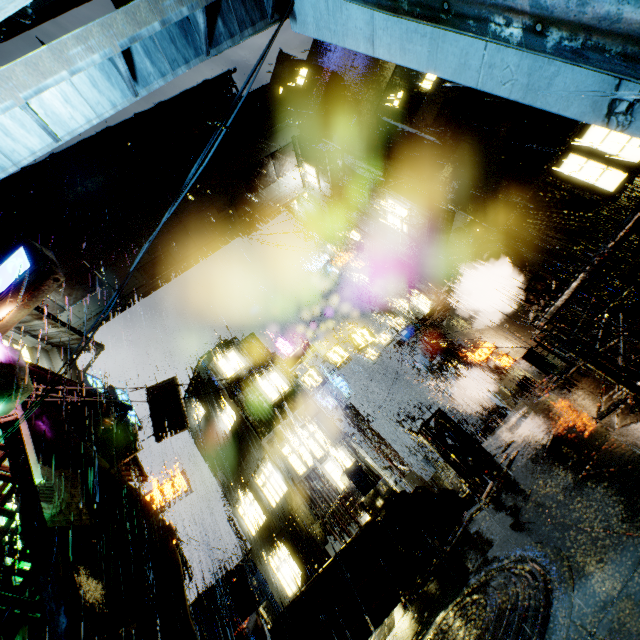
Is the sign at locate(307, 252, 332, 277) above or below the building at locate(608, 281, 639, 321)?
above

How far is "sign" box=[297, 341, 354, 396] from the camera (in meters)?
19.31

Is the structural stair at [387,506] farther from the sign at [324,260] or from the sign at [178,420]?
the sign at [324,260]

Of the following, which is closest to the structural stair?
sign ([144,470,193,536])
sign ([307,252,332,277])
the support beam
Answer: the support beam

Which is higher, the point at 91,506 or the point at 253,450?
the point at 91,506

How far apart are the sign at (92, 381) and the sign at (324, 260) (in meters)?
20.99

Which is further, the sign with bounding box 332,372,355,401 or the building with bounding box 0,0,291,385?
the sign with bounding box 332,372,355,401

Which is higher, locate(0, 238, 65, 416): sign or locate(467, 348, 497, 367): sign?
locate(0, 238, 65, 416): sign
